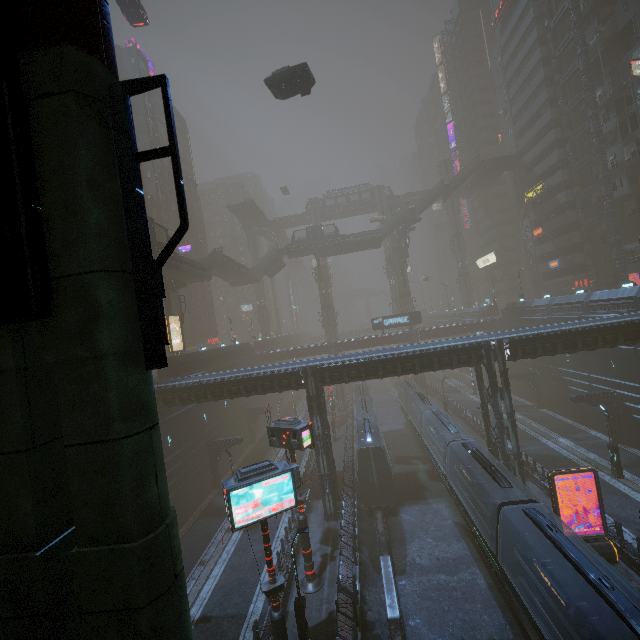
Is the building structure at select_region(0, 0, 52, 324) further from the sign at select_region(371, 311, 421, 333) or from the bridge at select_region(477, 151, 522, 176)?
the bridge at select_region(477, 151, 522, 176)

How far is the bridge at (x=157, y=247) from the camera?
29.6m

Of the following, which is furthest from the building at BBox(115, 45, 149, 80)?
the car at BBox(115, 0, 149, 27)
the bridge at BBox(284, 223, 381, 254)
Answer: the car at BBox(115, 0, 149, 27)

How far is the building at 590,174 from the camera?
42.9m

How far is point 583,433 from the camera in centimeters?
3259cm

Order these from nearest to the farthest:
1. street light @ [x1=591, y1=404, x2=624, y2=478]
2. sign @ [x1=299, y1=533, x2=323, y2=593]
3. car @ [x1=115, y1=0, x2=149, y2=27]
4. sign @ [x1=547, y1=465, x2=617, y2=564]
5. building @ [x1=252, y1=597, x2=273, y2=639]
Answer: building @ [x1=252, y1=597, x2=273, y2=639] < sign @ [x1=547, y1=465, x2=617, y2=564] < sign @ [x1=299, y1=533, x2=323, y2=593] < street light @ [x1=591, y1=404, x2=624, y2=478] < car @ [x1=115, y1=0, x2=149, y2=27]

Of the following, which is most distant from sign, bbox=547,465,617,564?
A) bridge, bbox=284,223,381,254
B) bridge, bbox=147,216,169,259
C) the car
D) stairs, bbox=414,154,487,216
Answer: bridge, bbox=284,223,381,254

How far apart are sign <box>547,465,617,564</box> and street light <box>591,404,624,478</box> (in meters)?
9.11
